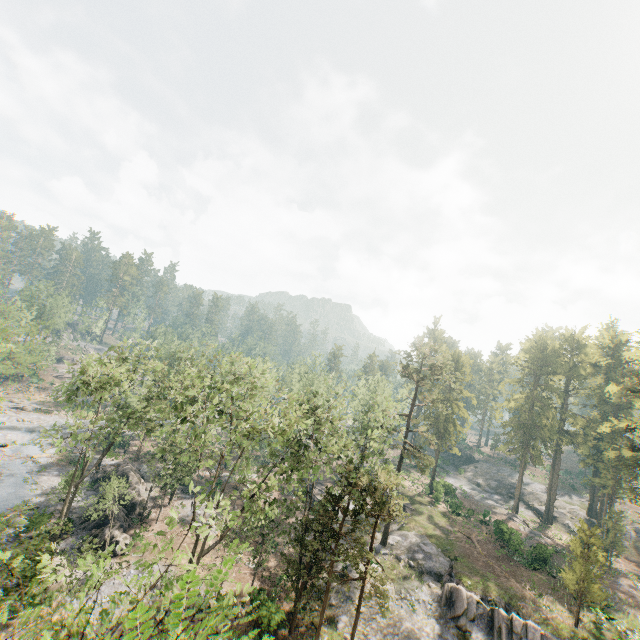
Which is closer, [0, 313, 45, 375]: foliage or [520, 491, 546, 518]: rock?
[0, 313, 45, 375]: foliage

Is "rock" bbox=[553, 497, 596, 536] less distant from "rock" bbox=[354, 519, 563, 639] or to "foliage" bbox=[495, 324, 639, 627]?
"foliage" bbox=[495, 324, 639, 627]

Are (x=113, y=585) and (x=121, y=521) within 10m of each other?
yes

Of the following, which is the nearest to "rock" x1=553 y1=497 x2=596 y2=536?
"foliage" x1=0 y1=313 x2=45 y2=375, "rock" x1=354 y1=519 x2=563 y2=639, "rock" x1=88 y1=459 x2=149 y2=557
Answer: "foliage" x1=0 y1=313 x2=45 y2=375

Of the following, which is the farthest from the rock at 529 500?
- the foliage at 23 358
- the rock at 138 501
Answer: the rock at 138 501

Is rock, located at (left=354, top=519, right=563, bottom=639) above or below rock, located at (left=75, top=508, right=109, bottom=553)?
above

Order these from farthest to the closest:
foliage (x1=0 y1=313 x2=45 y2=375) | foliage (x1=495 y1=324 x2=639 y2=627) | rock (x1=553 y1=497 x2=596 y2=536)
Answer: rock (x1=553 y1=497 x2=596 y2=536), foliage (x1=495 y1=324 x2=639 y2=627), foliage (x1=0 y1=313 x2=45 y2=375)

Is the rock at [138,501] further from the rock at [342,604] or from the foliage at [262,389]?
the rock at [342,604]
